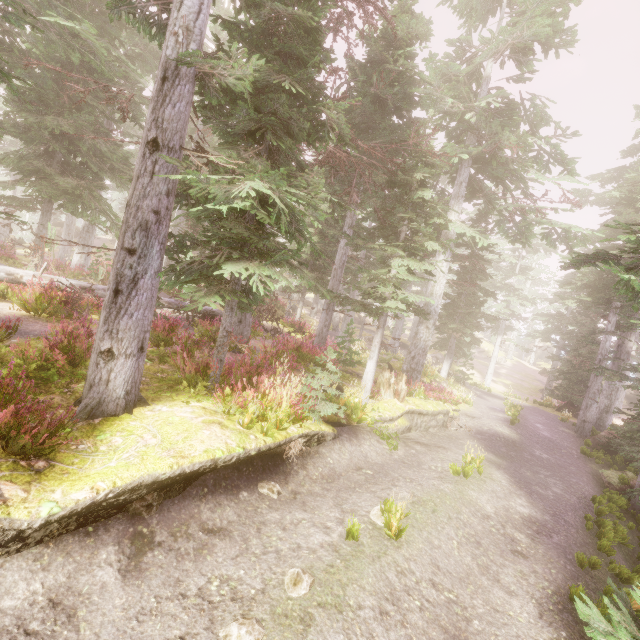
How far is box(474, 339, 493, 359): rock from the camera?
49.8m

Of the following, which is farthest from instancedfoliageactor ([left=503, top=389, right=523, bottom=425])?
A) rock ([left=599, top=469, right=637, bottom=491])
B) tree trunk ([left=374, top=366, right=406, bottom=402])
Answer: tree trunk ([left=374, top=366, right=406, bottom=402])

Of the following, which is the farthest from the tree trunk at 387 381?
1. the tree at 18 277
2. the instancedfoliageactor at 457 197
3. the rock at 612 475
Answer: the rock at 612 475

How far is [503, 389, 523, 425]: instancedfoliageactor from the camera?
A: 16.6m

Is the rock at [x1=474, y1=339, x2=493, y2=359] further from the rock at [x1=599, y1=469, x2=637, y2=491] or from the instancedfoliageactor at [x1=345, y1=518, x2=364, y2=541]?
the rock at [x1=599, y1=469, x2=637, y2=491]

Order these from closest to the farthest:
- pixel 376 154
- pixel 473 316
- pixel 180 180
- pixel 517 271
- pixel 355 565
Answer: pixel 355 565, pixel 180 180, pixel 376 154, pixel 473 316, pixel 517 271

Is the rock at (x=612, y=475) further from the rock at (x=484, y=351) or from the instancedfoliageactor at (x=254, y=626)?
the rock at (x=484, y=351)

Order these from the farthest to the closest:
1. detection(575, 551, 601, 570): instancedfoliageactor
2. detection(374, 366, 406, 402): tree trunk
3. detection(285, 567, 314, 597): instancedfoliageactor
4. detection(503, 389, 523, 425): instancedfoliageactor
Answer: detection(503, 389, 523, 425): instancedfoliageactor
detection(374, 366, 406, 402): tree trunk
detection(575, 551, 601, 570): instancedfoliageactor
detection(285, 567, 314, 597): instancedfoliageactor
